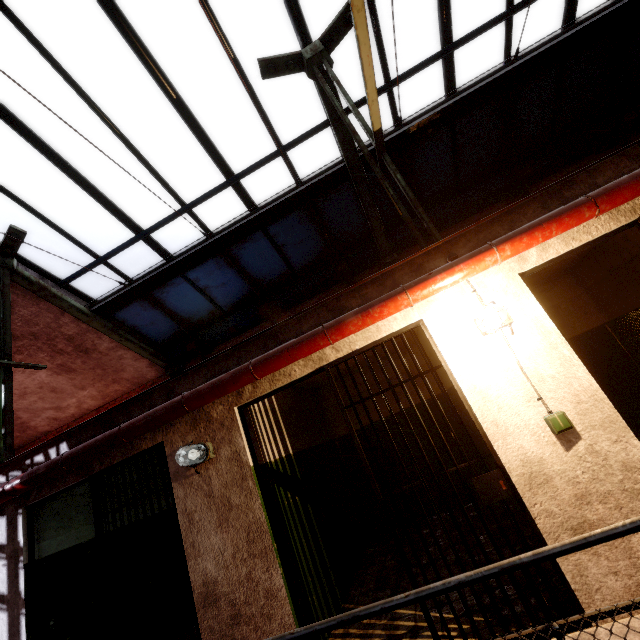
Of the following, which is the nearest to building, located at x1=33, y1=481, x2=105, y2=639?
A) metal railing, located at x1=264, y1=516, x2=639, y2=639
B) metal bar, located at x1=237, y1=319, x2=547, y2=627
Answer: metal bar, located at x1=237, y1=319, x2=547, y2=627

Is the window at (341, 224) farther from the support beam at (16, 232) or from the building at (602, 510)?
the building at (602, 510)

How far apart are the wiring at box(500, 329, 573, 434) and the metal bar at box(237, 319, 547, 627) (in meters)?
0.45

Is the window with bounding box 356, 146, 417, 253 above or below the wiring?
above

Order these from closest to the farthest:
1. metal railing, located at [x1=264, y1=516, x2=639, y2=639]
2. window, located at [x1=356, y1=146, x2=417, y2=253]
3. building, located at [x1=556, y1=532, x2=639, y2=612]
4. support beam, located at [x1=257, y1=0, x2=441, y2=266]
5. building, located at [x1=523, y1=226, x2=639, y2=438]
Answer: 1. metal railing, located at [x1=264, y1=516, x2=639, y2=639]
2. building, located at [x1=556, y1=532, x2=639, y2=612]
3. support beam, located at [x1=257, y1=0, x2=441, y2=266]
4. building, located at [x1=523, y1=226, x2=639, y2=438]
5. window, located at [x1=356, y1=146, x2=417, y2=253]

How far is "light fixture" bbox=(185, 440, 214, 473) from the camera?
3.17m

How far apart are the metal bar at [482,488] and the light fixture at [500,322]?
0.4m

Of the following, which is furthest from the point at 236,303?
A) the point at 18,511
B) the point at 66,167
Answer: the point at 18,511
